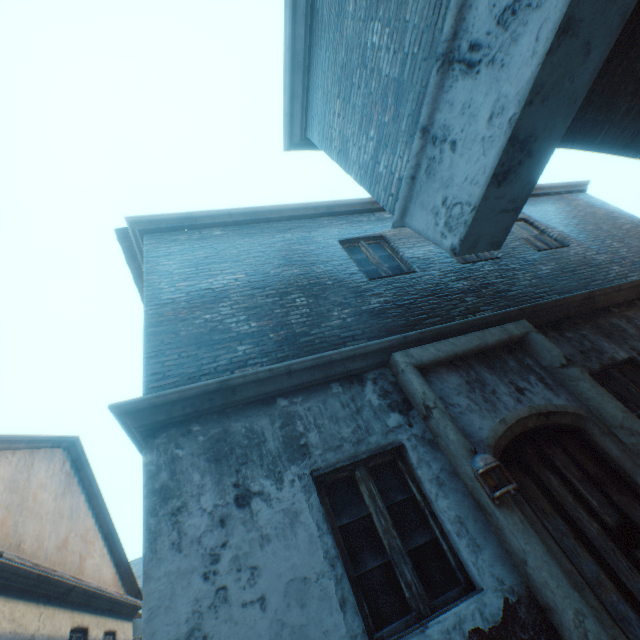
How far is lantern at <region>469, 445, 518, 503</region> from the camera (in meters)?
2.79

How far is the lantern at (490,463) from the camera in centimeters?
279cm

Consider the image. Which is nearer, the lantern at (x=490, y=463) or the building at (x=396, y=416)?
the building at (x=396, y=416)

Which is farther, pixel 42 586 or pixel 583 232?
pixel 583 232

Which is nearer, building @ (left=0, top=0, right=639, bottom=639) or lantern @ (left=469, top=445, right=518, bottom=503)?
building @ (left=0, top=0, right=639, bottom=639)

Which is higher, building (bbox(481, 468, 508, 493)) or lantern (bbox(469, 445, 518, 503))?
lantern (bbox(469, 445, 518, 503))

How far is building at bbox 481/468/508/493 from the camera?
2.9m

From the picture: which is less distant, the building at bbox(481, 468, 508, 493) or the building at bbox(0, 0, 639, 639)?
the building at bbox(0, 0, 639, 639)
